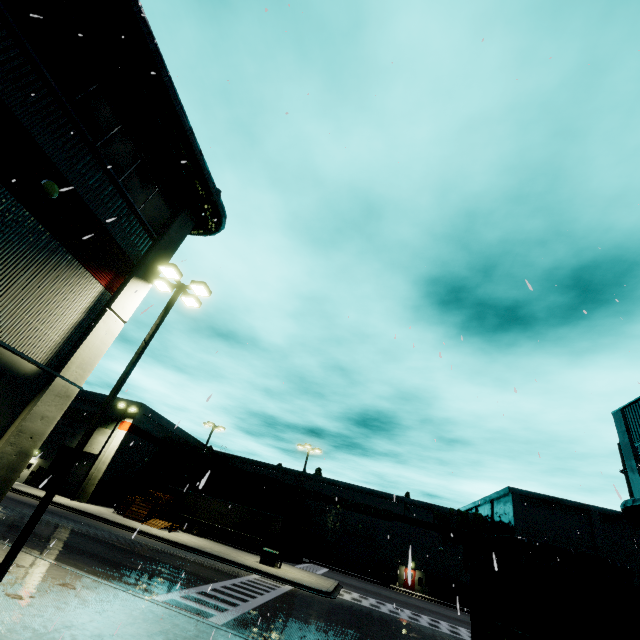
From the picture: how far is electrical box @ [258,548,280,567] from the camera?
26.26m

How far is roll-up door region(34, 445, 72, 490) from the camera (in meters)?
34.72

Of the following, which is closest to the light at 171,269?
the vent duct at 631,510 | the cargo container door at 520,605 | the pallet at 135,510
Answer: the vent duct at 631,510

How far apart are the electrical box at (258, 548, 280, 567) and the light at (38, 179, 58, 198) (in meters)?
28.98

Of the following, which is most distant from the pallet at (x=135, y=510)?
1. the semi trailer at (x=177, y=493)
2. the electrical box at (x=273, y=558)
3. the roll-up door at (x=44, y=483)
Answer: the electrical box at (x=273, y=558)

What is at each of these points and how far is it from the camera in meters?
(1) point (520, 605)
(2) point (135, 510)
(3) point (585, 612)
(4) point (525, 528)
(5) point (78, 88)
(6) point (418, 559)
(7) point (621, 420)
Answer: (1) cargo container door, 4.7 m
(2) pallet, 31.0 m
(3) cargo container, 4.4 m
(4) building, 45.4 m
(5) building, 9.2 m
(6) building, 44.5 m
(7) building, 21.8 m

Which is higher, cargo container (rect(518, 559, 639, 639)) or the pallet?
cargo container (rect(518, 559, 639, 639))

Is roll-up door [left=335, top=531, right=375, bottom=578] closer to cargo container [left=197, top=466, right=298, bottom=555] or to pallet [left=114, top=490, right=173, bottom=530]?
cargo container [left=197, top=466, right=298, bottom=555]
